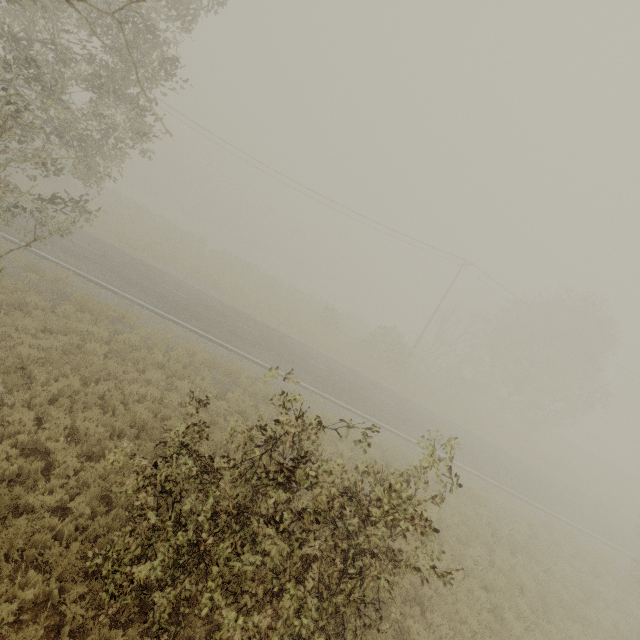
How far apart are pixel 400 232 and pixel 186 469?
27.6 meters
